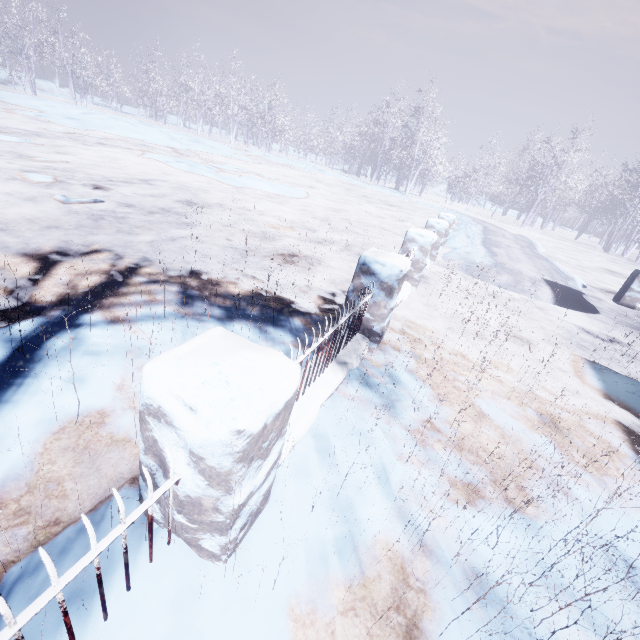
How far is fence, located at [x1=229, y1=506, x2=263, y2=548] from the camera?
1.2m

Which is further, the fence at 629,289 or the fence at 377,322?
the fence at 629,289

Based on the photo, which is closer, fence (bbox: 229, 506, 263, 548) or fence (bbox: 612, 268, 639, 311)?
fence (bbox: 229, 506, 263, 548)

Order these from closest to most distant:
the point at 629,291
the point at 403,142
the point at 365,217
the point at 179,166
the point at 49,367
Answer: the point at 49,367, the point at 629,291, the point at 179,166, the point at 365,217, the point at 403,142
